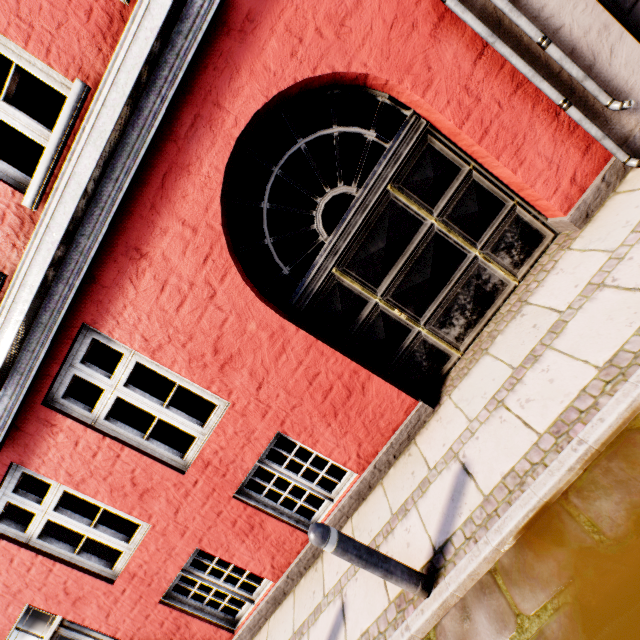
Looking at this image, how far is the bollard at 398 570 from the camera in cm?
240

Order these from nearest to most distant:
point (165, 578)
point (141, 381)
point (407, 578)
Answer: point (407, 578) → point (165, 578) → point (141, 381)

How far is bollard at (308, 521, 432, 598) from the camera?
2.4 meters
